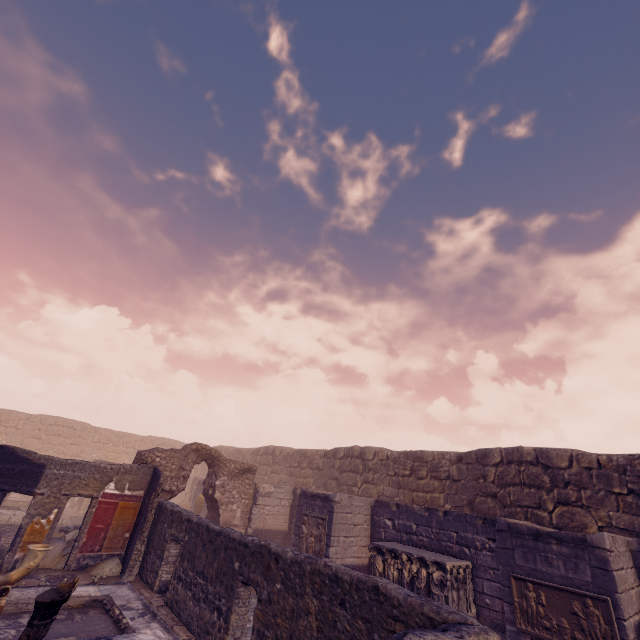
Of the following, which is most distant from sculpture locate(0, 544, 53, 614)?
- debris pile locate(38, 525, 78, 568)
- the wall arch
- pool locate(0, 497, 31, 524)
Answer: pool locate(0, 497, 31, 524)

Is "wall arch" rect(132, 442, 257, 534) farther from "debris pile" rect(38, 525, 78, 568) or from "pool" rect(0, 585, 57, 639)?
"pool" rect(0, 585, 57, 639)

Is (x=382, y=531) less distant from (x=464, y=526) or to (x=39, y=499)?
(x=464, y=526)

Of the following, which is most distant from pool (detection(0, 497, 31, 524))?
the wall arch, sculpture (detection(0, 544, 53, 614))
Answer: sculpture (detection(0, 544, 53, 614))

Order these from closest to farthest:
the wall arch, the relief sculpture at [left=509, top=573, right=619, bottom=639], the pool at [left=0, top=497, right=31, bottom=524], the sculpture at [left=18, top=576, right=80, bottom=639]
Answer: the sculpture at [left=18, top=576, right=80, bottom=639]
the relief sculpture at [left=509, top=573, right=619, bottom=639]
the wall arch
the pool at [left=0, top=497, right=31, bottom=524]

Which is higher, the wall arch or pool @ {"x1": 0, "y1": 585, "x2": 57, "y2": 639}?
the wall arch

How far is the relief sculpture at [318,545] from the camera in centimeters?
1017cm

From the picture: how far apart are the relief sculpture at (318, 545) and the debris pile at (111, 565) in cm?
517
